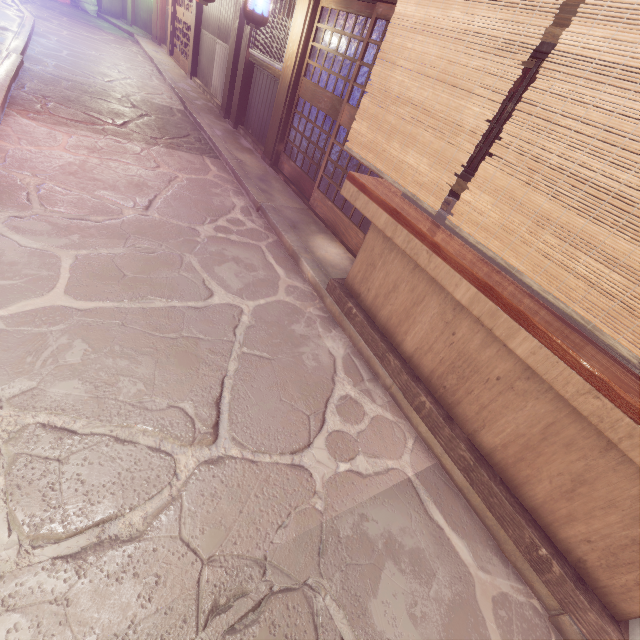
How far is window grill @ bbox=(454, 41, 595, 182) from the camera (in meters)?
4.76

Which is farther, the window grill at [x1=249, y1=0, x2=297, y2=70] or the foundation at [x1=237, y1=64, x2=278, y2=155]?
the foundation at [x1=237, y1=64, x2=278, y2=155]

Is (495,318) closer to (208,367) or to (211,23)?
(208,367)

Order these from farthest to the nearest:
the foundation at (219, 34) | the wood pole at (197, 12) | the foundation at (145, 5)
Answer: the foundation at (145, 5), the wood pole at (197, 12), the foundation at (219, 34)

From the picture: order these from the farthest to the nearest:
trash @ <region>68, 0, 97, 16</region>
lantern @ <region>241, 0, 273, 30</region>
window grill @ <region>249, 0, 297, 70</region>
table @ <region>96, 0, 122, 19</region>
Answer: table @ <region>96, 0, 122, 19</region> < trash @ <region>68, 0, 97, 16</region> < window grill @ <region>249, 0, 297, 70</region> < lantern @ <region>241, 0, 273, 30</region>

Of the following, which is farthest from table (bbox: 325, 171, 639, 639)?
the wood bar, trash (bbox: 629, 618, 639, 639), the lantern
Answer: the lantern

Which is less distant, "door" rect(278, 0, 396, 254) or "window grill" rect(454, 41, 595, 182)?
"window grill" rect(454, 41, 595, 182)

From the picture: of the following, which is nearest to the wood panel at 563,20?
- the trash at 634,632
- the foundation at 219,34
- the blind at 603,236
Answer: the blind at 603,236
